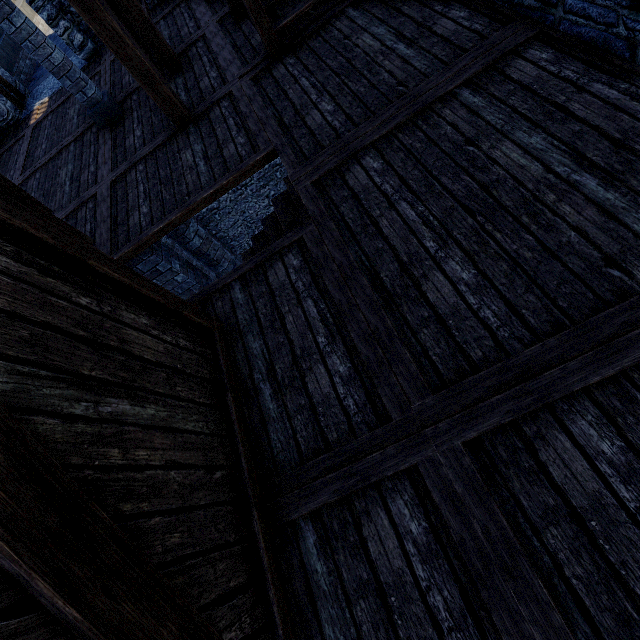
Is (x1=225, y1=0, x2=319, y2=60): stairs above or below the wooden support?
below

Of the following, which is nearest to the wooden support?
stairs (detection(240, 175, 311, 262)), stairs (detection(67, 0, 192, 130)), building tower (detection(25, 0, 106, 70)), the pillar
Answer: stairs (detection(240, 175, 311, 262))

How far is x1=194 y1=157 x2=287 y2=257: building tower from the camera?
14.5 meters

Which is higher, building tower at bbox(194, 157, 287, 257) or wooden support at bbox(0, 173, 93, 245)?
wooden support at bbox(0, 173, 93, 245)

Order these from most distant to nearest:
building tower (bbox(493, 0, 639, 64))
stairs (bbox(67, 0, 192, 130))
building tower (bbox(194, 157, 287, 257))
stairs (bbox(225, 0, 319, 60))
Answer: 1. building tower (bbox(194, 157, 287, 257))
2. stairs (bbox(225, 0, 319, 60))
3. stairs (bbox(67, 0, 192, 130))
4. building tower (bbox(493, 0, 639, 64))

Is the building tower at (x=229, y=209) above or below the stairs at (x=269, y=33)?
below

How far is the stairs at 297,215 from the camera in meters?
→ 4.5

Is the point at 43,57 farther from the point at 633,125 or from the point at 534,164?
the point at 633,125
